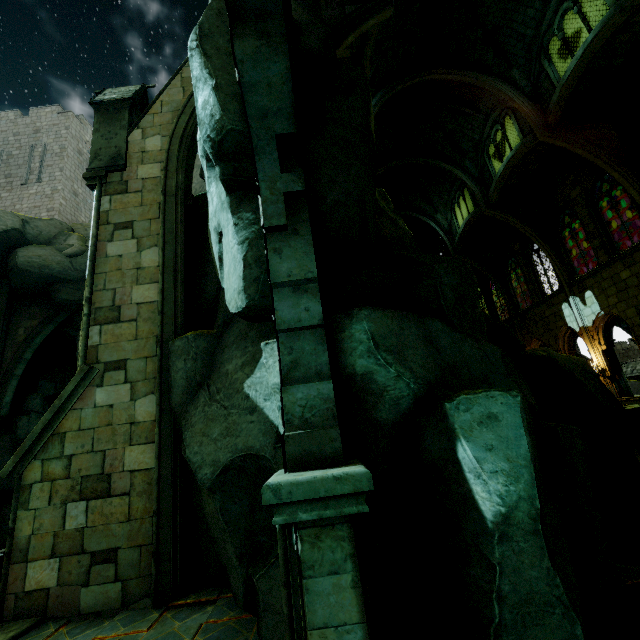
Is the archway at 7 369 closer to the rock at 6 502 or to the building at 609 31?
the rock at 6 502

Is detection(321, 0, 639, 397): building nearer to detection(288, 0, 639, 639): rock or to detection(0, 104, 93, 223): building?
detection(288, 0, 639, 639): rock

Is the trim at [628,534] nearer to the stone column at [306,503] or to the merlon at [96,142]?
the stone column at [306,503]

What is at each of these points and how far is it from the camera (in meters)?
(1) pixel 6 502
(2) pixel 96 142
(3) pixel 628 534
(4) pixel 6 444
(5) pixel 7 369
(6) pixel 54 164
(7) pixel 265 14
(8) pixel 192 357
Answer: (1) rock, 16.81
(2) merlon, 8.13
(3) trim, 4.85
(4) rock, 16.97
(5) archway, 17.50
(6) building, 23.11
(7) building, 3.46
(8) rock, 6.06

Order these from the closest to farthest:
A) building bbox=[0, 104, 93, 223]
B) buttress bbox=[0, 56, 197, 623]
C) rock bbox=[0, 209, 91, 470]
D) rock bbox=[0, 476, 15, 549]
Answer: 1. buttress bbox=[0, 56, 197, 623]
2. rock bbox=[0, 476, 15, 549]
3. rock bbox=[0, 209, 91, 470]
4. building bbox=[0, 104, 93, 223]

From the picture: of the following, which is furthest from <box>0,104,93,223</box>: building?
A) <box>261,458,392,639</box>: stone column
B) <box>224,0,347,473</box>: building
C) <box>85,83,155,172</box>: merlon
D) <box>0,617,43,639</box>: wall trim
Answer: <box>261,458,392,639</box>: stone column

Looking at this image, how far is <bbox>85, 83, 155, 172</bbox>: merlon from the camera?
7.9 meters

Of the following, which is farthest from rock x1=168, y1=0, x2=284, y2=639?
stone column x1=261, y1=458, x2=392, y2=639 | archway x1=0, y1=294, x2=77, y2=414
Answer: archway x1=0, y1=294, x2=77, y2=414
